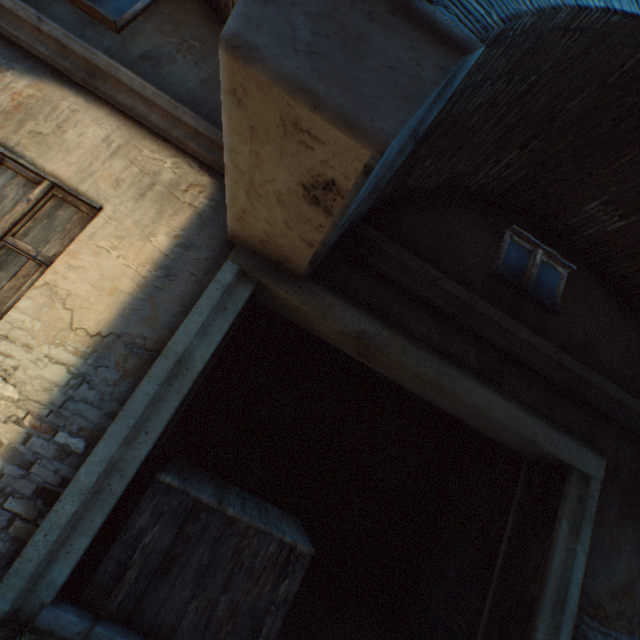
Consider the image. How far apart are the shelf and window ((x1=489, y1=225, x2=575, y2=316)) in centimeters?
331cm

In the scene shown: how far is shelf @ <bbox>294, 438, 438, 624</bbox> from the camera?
4.80m

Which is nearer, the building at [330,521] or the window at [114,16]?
the window at [114,16]

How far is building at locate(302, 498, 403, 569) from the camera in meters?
5.2

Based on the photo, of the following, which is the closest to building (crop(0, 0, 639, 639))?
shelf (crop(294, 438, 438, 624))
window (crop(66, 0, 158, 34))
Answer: window (crop(66, 0, 158, 34))

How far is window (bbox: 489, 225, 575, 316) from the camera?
3.8 meters

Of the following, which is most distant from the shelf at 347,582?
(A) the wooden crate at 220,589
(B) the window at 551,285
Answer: (B) the window at 551,285

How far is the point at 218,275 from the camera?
2.92m
